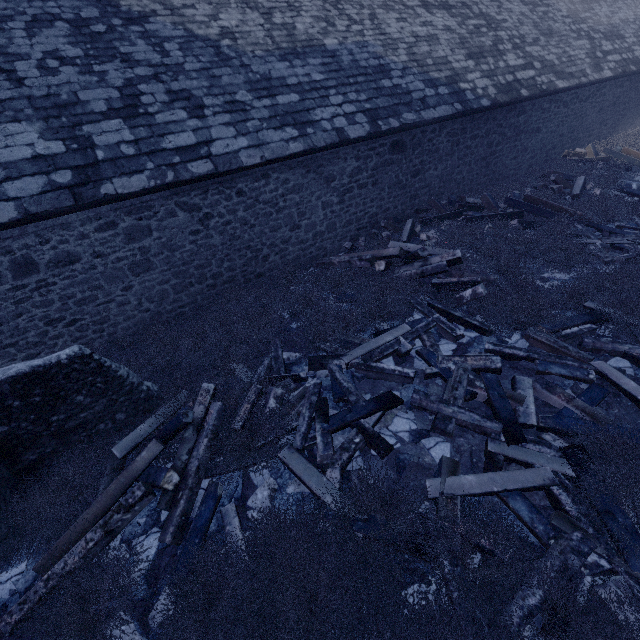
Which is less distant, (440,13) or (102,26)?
(102,26)

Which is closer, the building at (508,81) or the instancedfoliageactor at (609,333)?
the instancedfoliageactor at (609,333)

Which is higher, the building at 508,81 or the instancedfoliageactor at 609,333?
the building at 508,81

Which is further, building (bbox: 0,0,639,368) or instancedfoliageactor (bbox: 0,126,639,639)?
building (bbox: 0,0,639,368)

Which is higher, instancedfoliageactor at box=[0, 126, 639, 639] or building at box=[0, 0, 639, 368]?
building at box=[0, 0, 639, 368]
